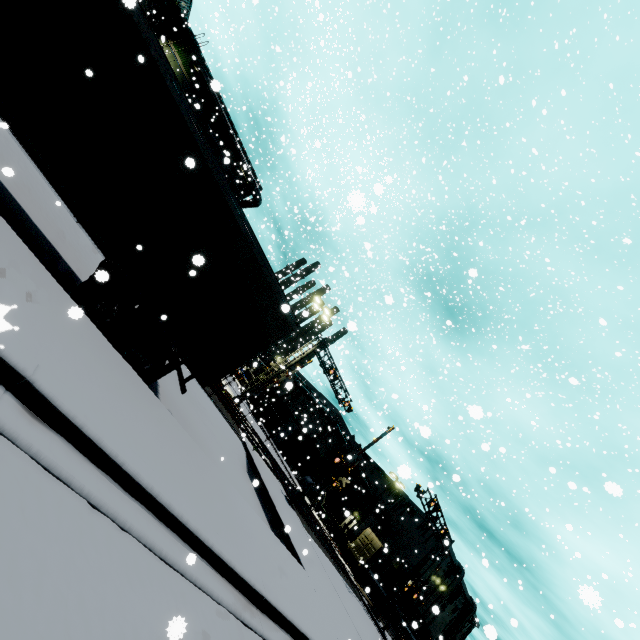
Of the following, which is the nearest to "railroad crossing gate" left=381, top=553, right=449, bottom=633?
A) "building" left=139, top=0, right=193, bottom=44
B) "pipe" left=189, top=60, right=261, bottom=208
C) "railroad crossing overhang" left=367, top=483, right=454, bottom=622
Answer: "railroad crossing overhang" left=367, top=483, right=454, bottom=622

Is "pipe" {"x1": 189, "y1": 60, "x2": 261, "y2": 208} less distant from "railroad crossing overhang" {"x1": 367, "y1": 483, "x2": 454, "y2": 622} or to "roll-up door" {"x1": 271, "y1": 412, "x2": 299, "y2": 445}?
"railroad crossing overhang" {"x1": 367, "y1": 483, "x2": 454, "y2": 622}

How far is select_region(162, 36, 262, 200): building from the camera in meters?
30.6 m

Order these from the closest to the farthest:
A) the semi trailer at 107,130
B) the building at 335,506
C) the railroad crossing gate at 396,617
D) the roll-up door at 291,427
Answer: the semi trailer at 107,130, the railroad crossing gate at 396,617, the building at 335,506, the roll-up door at 291,427

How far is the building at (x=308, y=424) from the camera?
47.7m

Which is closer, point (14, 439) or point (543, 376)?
point (14, 439)

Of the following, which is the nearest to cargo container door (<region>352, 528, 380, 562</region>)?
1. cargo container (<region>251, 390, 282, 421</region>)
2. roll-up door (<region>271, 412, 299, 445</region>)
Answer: cargo container (<region>251, 390, 282, 421</region>)

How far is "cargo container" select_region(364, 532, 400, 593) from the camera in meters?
34.2 m
